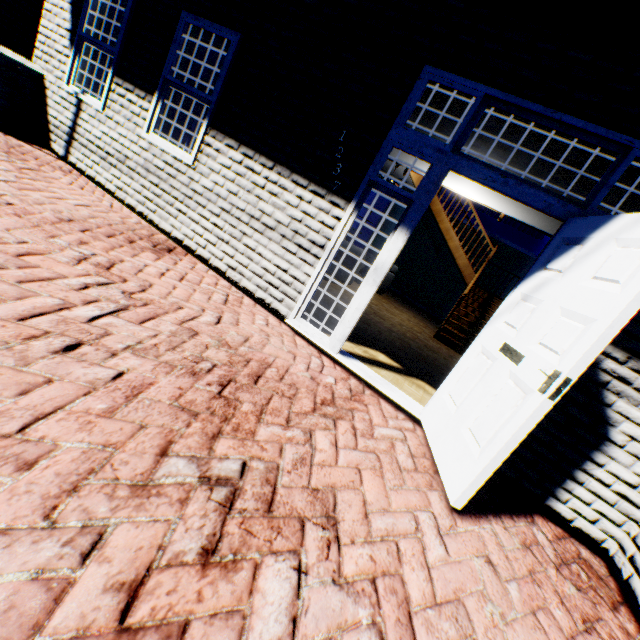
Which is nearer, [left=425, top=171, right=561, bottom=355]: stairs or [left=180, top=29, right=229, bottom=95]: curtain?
[left=180, top=29, right=229, bottom=95]: curtain

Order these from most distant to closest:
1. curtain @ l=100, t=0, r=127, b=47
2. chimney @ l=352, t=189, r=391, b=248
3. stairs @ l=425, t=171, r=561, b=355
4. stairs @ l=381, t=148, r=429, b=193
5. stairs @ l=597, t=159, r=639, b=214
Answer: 1. chimney @ l=352, t=189, r=391, b=248
2. stairs @ l=381, t=148, r=429, b=193
3. stairs @ l=425, t=171, r=561, b=355
4. curtain @ l=100, t=0, r=127, b=47
5. stairs @ l=597, t=159, r=639, b=214

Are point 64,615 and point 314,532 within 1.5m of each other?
yes

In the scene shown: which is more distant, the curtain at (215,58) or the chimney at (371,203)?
the chimney at (371,203)

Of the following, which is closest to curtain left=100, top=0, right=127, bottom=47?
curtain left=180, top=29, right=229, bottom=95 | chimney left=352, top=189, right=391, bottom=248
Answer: curtain left=180, top=29, right=229, bottom=95

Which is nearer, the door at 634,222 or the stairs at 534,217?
the door at 634,222

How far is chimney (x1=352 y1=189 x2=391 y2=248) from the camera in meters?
12.6

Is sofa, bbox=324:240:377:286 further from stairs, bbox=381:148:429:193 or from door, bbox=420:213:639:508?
door, bbox=420:213:639:508
